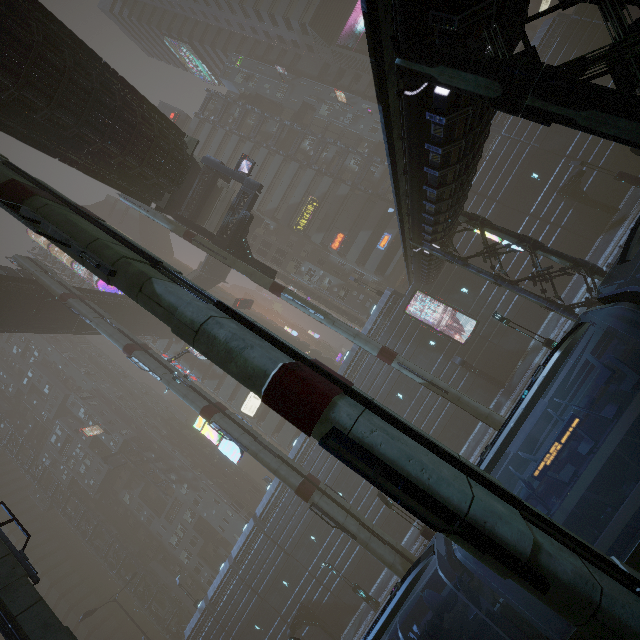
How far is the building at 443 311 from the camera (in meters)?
30.84

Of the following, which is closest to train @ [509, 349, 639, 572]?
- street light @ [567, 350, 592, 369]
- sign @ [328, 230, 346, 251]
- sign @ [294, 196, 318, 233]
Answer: street light @ [567, 350, 592, 369]

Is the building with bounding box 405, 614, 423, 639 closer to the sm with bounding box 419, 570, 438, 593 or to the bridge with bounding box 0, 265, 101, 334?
the sm with bounding box 419, 570, 438, 593

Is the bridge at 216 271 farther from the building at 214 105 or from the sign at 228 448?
the sign at 228 448

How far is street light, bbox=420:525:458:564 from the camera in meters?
18.8

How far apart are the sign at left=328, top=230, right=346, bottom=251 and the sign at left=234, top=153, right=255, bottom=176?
20.2m

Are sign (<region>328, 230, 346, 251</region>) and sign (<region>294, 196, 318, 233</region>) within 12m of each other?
yes

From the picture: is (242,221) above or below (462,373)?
above
